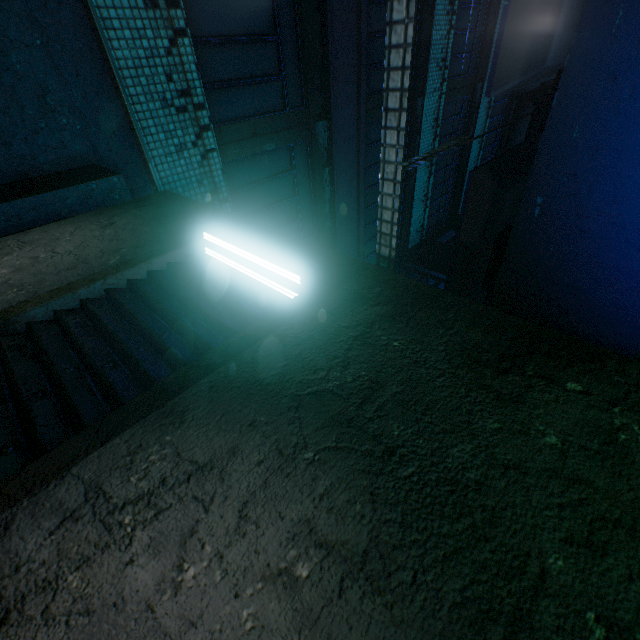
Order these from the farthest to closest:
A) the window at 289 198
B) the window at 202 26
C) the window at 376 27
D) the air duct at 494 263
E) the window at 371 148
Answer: the window at 371 148, the window at 376 27, the window at 289 198, the window at 202 26, the air duct at 494 263

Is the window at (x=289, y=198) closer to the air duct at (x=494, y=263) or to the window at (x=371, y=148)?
the window at (x=371, y=148)

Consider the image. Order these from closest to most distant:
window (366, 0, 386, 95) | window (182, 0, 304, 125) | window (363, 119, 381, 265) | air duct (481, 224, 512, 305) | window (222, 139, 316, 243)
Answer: air duct (481, 224, 512, 305)
window (182, 0, 304, 125)
window (222, 139, 316, 243)
window (366, 0, 386, 95)
window (363, 119, 381, 265)

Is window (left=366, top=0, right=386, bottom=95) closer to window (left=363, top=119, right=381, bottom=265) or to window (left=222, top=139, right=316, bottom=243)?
window (left=363, top=119, right=381, bottom=265)

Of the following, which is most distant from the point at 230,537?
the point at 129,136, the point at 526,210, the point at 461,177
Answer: the point at 461,177

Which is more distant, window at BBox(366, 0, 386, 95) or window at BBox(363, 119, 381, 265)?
window at BBox(363, 119, 381, 265)

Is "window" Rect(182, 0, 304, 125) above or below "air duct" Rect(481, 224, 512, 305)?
above

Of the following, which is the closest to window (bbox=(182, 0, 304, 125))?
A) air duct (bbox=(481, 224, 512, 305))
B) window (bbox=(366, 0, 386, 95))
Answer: window (bbox=(366, 0, 386, 95))
